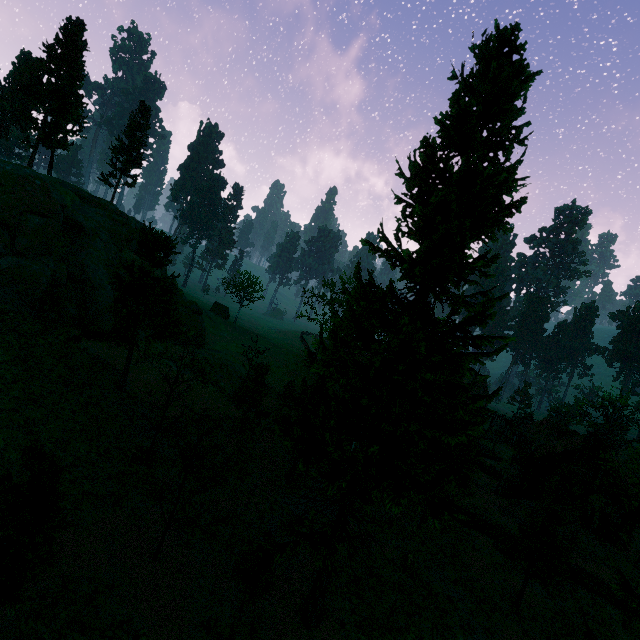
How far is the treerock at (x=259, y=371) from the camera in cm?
2470

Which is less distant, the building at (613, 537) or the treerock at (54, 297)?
the treerock at (54, 297)

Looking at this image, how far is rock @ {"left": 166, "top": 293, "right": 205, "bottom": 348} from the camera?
37.2m

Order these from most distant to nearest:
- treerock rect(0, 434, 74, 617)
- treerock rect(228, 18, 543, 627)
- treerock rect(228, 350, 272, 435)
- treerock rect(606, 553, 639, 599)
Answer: treerock rect(228, 350, 272, 435)
treerock rect(606, 553, 639, 599)
treerock rect(228, 18, 543, 627)
treerock rect(0, 434, 74, 617)

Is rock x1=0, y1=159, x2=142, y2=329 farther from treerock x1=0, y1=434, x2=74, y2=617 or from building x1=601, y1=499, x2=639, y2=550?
building x1=601, y1=499, x2=639, y2=550

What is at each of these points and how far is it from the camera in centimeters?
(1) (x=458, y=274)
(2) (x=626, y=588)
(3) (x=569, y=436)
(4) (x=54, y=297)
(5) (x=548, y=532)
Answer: (1) treerock, 1049cm
(2) treerock, 1165cm
(3) building, 4331cm
(4) treerock, 2412cm
(5) treerock, 1800cm

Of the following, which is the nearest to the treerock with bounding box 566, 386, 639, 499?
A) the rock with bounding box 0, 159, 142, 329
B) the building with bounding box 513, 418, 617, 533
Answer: the building with bounding box 513, 418, 617, 533

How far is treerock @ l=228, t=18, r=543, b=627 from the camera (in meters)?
10.34
